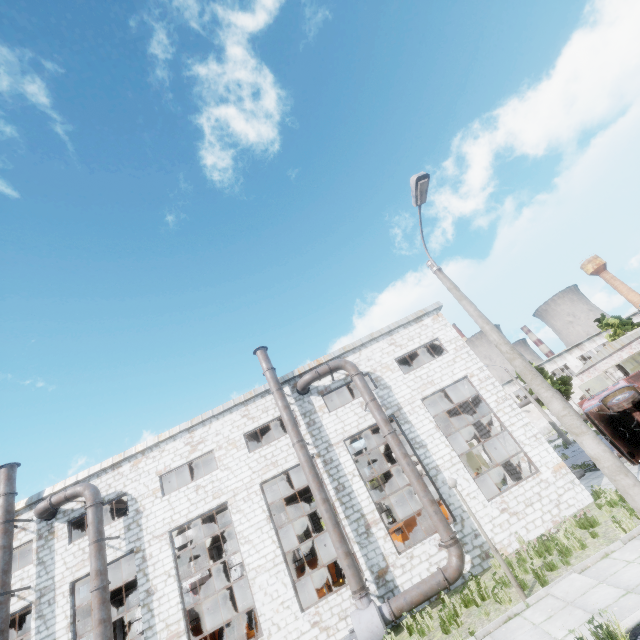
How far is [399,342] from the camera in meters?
18.3 m

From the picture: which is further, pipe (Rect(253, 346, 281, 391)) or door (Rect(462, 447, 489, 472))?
door (Rect(462, 447, 489, 472))

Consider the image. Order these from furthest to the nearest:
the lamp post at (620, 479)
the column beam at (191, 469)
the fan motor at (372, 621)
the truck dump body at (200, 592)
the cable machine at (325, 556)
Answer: the truck dump body at (200, 592) → the cable machine at (325, 556) → the column beam at (191, 469) → the fan motor at (372, 621) → the lamp post at (620, 479)

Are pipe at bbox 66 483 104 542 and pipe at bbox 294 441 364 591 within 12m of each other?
yes

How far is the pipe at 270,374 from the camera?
16.5m

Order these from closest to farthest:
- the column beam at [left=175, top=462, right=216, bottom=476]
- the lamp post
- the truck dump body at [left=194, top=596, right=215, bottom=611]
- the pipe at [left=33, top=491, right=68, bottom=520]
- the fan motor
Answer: the lamp post → the fan motor → the pipe at [left=33, top=491, right=68, bottom=520] → the column beam at [left=175, top=462, right=216, bottom=476] → the truck dump body at [left=194, top=596, right=215, bottom=611]

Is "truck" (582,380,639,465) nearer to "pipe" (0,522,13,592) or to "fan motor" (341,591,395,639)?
"fan motor" (341,591,395,639)

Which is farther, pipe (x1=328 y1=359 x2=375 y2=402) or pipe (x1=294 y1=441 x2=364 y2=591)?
pipe (x1=328 y1=359 x2=375 y2=402)
